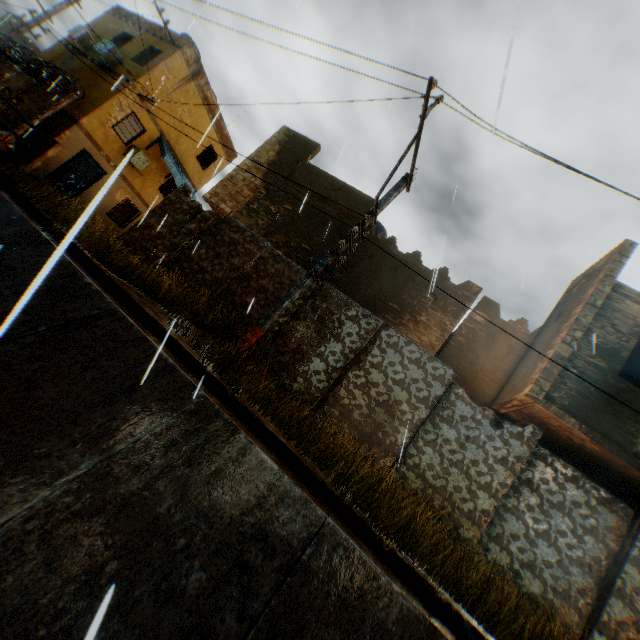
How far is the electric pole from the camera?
6.18m

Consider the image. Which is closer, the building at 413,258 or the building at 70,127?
the building at 413,258

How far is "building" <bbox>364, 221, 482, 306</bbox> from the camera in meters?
10.0

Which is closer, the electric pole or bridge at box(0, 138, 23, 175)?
the electric pole

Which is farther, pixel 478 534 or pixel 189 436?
pixel 478 534

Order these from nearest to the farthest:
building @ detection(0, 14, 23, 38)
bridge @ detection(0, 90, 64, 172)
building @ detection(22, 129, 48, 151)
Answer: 1. bridge @ detection(0, 90, 64, 172)
2. building @ detection(22, 129, 48, 151)
3. building @ detection(0, 14, 23, 38)

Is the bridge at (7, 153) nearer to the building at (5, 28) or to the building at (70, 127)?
the building at (70, 127)

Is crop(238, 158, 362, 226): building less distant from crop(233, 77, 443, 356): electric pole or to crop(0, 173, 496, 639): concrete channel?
crop(0, 173, 496, 639): concrete channel
